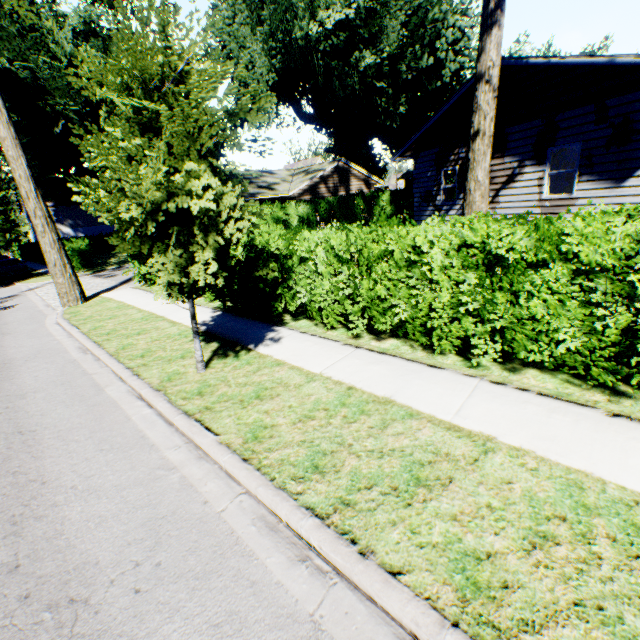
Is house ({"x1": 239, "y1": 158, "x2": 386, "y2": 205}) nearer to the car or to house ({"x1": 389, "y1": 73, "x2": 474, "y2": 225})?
house ({"x1": 389, "y1": 73, "x2": 474, "y2": 225})

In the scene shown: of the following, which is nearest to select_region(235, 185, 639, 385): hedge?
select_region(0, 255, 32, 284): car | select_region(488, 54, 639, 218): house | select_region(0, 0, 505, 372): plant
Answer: select_region(0, 0, 505, 372): plant

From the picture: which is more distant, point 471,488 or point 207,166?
point 207,166

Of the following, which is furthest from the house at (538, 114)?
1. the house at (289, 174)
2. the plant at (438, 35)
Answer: the plant at (438, 35)

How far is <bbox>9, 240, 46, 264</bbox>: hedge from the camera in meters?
34.7 m

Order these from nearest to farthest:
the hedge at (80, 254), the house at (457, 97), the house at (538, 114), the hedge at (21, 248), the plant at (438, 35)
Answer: the plant at (438, 35) < the house at (538, 114) < the house at (457, 97) < the hedge at (80, 254) < the hedge at (21, 248)

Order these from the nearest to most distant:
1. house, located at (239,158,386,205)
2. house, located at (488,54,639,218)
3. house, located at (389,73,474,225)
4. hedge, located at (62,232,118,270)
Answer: house, located at (488,54,639,218), house, located at (389,73,474,225), house, located at (239,158,386,205), hedge, located at (62,232,118,270)

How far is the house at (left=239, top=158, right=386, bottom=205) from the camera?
22.5m
